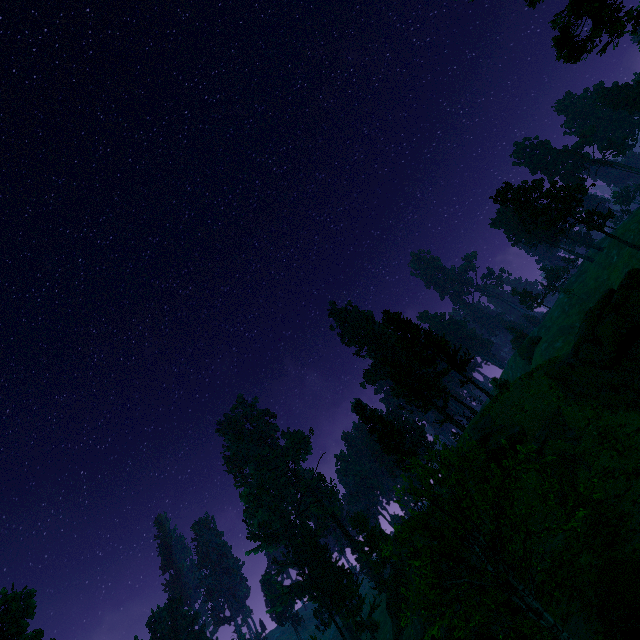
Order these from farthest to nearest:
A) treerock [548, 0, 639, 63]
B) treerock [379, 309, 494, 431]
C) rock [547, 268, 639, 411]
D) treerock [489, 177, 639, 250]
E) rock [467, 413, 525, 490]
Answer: treerock [489, 177, 639, 250] → treerock [379, 309, 494, 431] → rock [467, 413, 525, 490] → rock [547, 268, 639, 411] → treerock [548, 0, 639, 63]

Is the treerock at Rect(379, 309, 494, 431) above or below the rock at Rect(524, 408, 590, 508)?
above

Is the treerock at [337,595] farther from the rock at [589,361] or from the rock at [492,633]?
the rock at [589,361]

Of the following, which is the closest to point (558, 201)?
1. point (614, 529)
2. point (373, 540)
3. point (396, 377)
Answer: point (396, 377)

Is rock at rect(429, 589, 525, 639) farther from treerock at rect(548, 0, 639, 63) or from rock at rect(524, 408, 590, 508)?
treerock at rect(548, 0, 639, 63)

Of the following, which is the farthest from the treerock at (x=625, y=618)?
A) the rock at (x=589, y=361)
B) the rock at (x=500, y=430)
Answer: → the rock at (x=589, y=361)
